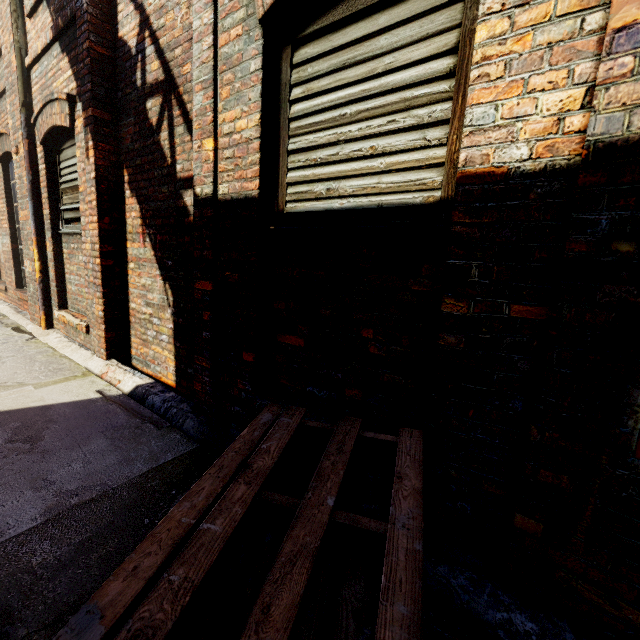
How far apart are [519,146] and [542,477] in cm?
133

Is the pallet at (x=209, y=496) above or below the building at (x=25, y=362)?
above

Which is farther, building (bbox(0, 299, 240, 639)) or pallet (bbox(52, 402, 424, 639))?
building (bbox(0, 299, 240, 639))

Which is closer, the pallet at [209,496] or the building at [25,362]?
the pallet at [209,496]

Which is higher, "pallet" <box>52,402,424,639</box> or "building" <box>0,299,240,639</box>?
"pallet" <box>52,402,424,639</box>
